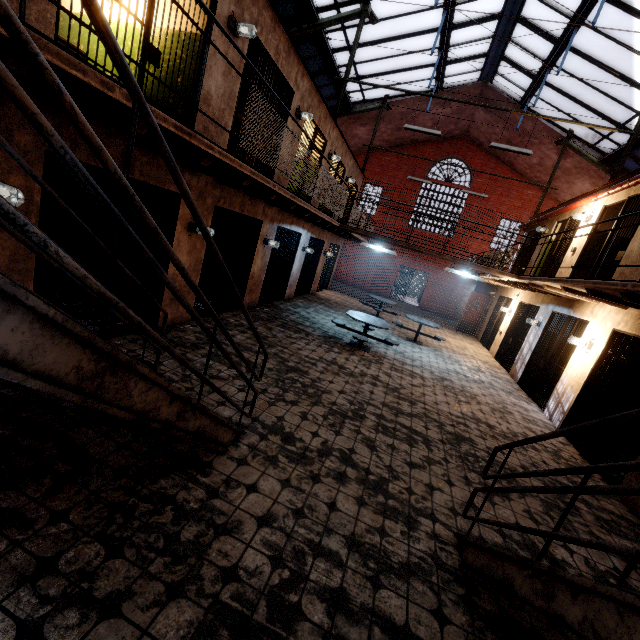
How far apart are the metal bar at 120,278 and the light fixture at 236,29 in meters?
2.6 m

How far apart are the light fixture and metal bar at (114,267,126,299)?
2.6 meters

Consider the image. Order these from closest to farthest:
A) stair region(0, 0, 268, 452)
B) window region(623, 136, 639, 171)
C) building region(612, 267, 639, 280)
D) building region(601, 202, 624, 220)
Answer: stair region(0, 0, 268, 452) < building region(612, 267, 639, 280) < building region(601, 202, 624, 220) < window region(623, 136, 639, 171)

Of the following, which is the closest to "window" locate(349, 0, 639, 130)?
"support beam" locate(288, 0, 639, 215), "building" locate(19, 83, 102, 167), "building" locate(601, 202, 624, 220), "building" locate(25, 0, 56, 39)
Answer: "support beam" locate(288, 0, 639, 215)

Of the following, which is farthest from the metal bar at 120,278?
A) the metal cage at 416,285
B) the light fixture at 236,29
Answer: the metal cage at 416,285

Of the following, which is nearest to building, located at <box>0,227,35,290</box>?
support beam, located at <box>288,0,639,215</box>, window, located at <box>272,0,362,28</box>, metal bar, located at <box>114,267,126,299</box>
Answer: metal bar, located at <box>114,267,126,299</box>

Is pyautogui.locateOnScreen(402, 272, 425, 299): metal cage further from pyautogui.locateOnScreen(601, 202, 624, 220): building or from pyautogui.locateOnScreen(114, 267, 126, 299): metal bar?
pyautogui.locateOnScreen(114, 267, 126, 299): metal bar

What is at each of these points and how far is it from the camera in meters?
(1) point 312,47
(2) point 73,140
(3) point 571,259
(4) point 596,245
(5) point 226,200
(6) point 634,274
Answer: (1) window, 11.8 m
(2) building, 3.6 m
(3) building, 9.2 m
(4) building, 8.9 m
(5) building, 6.5 m
(6) building, 6.4 m
